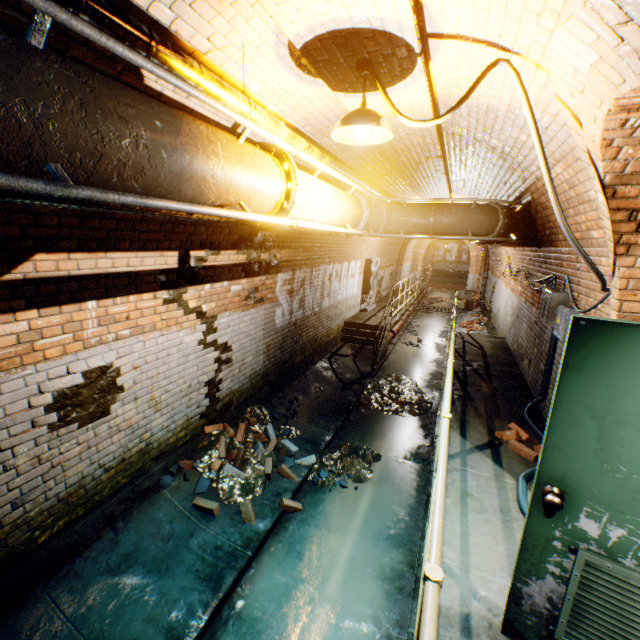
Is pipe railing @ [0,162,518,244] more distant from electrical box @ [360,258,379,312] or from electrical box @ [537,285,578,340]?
electrical box @ [360,258,379,312]

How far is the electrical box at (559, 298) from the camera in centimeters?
393cm

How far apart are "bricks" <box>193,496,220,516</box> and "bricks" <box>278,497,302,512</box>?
0.81m

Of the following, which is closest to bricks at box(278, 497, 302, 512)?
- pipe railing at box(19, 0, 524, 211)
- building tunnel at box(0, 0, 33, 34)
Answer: building tunnel at box(0, 0, 33, 34)

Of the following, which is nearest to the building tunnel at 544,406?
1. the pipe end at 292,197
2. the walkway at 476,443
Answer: the walkway at 476,443

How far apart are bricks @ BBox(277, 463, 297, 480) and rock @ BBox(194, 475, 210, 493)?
0.7m

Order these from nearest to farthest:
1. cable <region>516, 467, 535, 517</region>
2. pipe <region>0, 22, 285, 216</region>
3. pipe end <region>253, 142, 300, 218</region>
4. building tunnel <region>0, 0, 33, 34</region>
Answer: pipe <region>0, 22, 285, 216</region> < building tunnel <region>0, 0, 33, 34</region> < pipe end <region>253, 142, 300, 218</region> < cable <region>516, 467, 535, 517</region>

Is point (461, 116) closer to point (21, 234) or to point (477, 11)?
point (477, 11)
